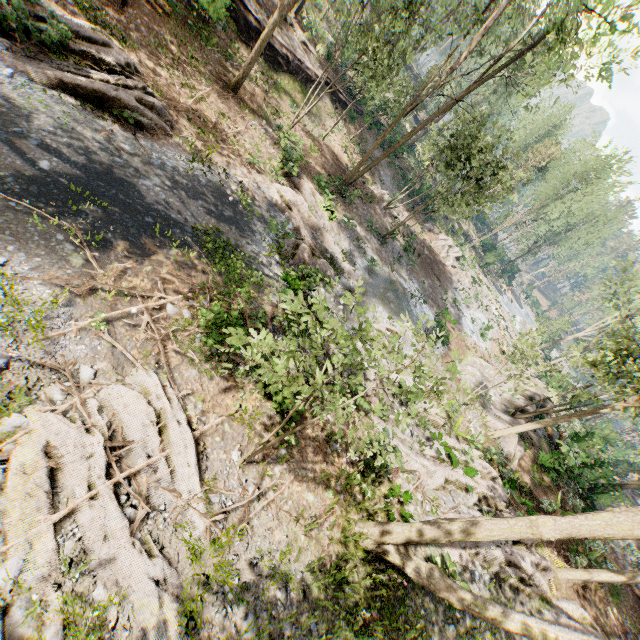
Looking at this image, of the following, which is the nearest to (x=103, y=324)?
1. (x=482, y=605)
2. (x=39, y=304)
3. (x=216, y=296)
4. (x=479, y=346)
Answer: (x=39, y=304)

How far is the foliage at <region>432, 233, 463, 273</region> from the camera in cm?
3456

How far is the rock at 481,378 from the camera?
22.28m

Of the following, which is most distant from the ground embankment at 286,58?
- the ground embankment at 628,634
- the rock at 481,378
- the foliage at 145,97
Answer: the ground embankment at 628,634

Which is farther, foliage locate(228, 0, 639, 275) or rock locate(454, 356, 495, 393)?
rock locate(454, 356, 495, 393)

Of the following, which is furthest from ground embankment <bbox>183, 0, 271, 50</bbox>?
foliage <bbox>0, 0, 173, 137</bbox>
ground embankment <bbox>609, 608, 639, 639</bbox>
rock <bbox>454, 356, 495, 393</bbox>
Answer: ground embankment <bbox>609, 608, 639, 639</bbox>

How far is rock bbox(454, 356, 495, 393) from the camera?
22.28m

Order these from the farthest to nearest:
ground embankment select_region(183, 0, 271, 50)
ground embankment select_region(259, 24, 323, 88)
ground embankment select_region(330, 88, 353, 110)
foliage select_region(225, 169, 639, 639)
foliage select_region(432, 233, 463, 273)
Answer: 1. foliage select_region(432, 233, 463, 273)
2. ground embankment select_region(330, 88, 353, 110)
3. ground embankment select_region(259, 24, 323, 88)
4. ground embankment select_region(183, 0, 271, 50)
5. foliage select_region(225, 169, 639, 639)
